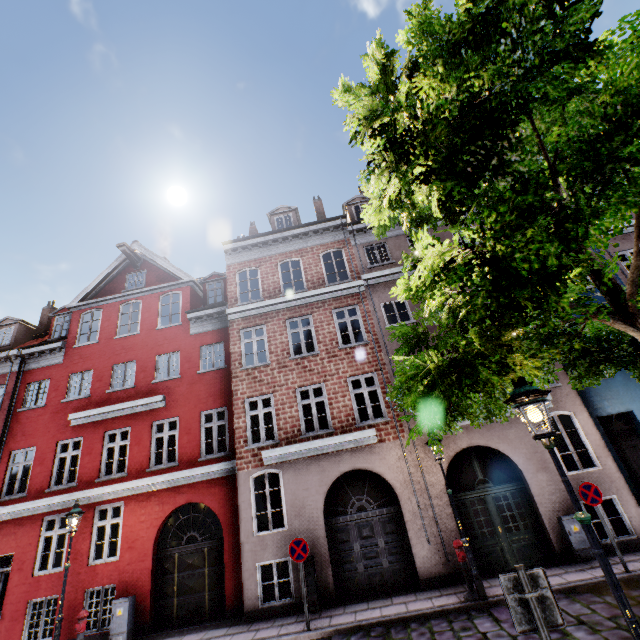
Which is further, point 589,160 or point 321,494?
point 321,494

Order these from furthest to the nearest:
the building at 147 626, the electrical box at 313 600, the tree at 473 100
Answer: the building at 147 626
the electrical box at 313 600
the tree at 473 100

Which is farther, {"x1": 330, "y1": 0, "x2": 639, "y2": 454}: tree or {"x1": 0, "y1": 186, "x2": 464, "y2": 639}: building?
{"x1": 0, "y1": 186, "x2": 464, "y2": 639}: building

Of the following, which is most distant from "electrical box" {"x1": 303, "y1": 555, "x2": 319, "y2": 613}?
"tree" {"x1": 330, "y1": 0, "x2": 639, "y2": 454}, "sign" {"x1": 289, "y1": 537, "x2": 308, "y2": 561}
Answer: "tree" {"x1": 330, "y1": 0, "x2": 639, "y2": 454}

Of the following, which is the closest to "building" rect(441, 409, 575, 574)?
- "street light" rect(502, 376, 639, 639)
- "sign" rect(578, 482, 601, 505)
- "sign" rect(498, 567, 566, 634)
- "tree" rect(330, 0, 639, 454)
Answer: "street light" rect(502, 376, 639, 639)

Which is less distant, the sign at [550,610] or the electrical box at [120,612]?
the sign at [550,610]

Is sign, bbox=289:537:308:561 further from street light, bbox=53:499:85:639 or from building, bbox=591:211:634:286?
street light, bbox=53:499:85:639

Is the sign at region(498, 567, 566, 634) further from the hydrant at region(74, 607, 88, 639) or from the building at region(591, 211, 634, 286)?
the hydrant at region(74, 607, 88, 639)
